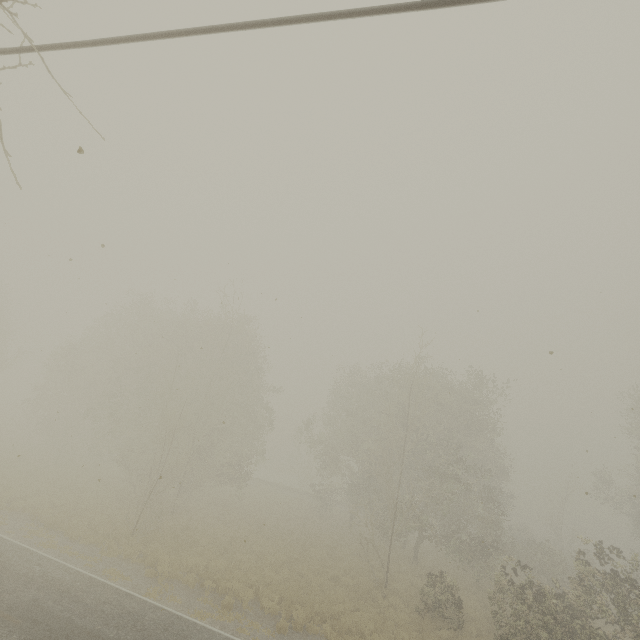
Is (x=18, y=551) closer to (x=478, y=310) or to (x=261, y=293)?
(x=261, y=293)
